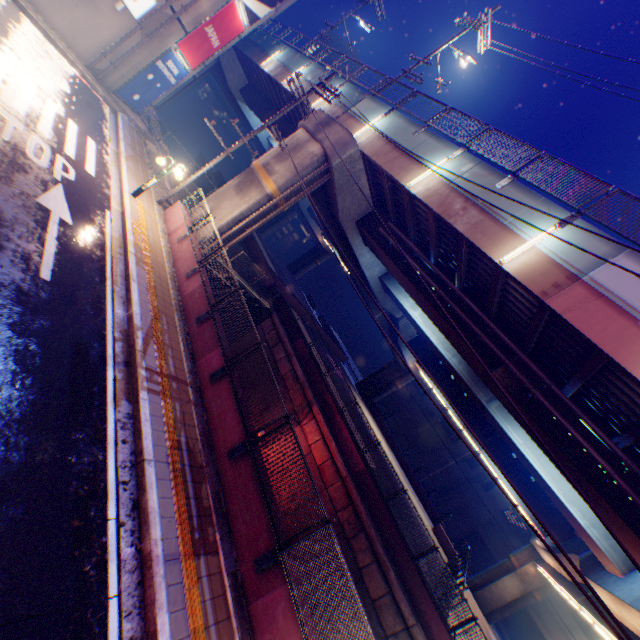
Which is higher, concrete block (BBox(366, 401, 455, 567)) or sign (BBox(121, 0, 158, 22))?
sign (BBox(121, 0, 158, 22))

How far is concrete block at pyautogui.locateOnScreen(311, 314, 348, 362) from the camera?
37.4 meters

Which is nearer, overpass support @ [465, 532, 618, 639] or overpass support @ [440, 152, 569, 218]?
overpass support @ [440, 152, 569, 218]

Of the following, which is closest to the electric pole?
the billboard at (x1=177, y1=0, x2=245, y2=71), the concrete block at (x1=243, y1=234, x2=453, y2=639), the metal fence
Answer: the billboard at (x1=177, y1=0, x2=245, y2=71)

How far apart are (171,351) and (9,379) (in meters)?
4.06

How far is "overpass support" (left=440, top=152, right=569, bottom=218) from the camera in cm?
993

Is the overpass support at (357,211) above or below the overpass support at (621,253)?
below
